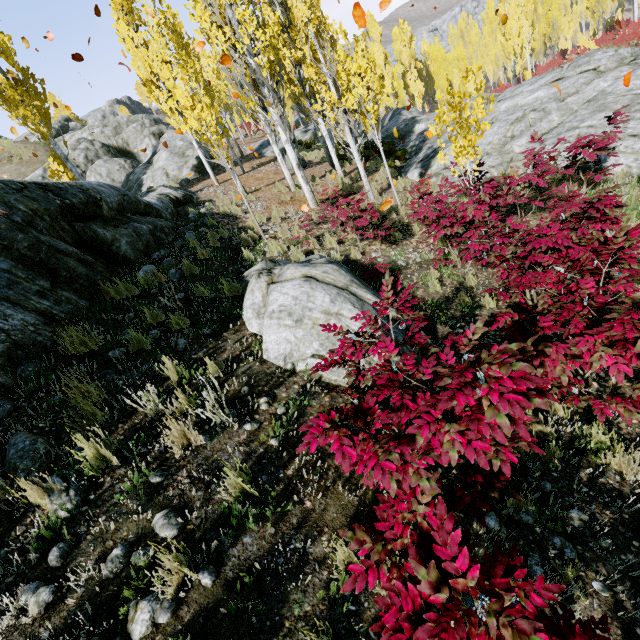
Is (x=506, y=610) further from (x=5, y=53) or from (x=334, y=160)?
(x=5, y=53)

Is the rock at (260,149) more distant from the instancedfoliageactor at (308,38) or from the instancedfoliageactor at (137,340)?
the instancedfoliageactor at (137,340)

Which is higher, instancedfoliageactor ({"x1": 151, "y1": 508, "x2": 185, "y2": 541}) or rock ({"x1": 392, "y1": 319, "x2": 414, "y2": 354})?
instancedfoliageactor ({"x1": 151, "y1": 508, "x2": 185, "y2": 541})

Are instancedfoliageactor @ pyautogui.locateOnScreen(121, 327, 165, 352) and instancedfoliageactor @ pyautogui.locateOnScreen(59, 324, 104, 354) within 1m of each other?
yes

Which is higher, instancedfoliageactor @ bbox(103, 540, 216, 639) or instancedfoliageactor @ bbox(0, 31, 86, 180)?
instancedfoliageactor @ bbox(0, 31, 86, 180)

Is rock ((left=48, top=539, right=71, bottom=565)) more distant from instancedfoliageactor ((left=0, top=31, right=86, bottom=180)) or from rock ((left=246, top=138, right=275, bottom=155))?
rock ((left=246, top=138, right=275, bottom=155))

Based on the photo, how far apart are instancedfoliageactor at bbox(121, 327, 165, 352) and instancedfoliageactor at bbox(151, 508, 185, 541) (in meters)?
2.32

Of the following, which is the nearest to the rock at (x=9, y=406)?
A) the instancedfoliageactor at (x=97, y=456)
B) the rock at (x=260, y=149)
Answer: the instancedfoliageactor at (x=97, y=456)
